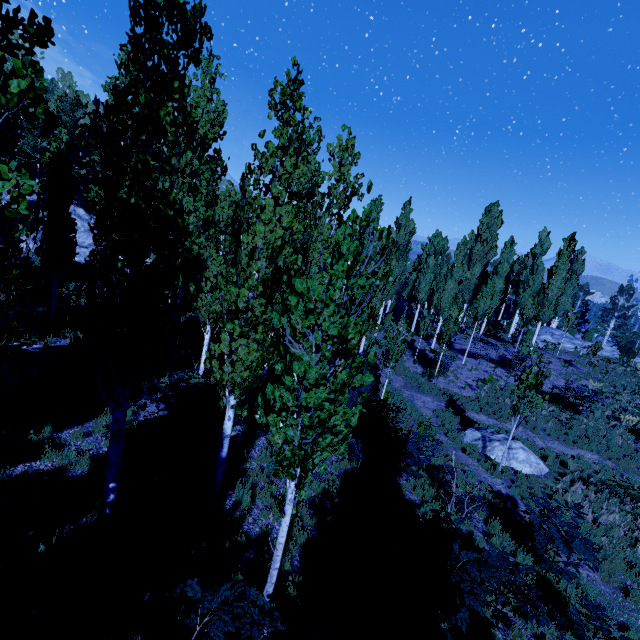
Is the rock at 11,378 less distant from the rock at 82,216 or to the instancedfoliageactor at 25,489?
the instancedfoliageactor at 25,489

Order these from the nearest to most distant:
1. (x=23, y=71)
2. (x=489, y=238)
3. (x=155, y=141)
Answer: (x=23, y=71), (x=155, y=141), (x=489, y=238)

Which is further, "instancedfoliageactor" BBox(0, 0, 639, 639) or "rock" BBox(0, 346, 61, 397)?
"rock" BBox(0, 346, 61, 397)

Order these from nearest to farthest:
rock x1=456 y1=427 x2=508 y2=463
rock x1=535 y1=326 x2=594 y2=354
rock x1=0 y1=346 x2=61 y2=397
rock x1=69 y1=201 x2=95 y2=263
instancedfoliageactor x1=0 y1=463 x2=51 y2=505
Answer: instancedfoliageactor x1=0 y1=463 x2=51 y2=505
rock x1=0 y1=346 x2=61 y2=397
rock x1=456 y1=427 x2=508 y2=463
rock x1=69 y1=201 x2=95 y2=263
rock x1=535 y1=326 x2=594 y2=354

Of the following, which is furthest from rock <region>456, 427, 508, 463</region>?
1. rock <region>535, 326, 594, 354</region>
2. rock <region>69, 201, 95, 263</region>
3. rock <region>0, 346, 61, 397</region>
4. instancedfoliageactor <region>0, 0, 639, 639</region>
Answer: rock <region>69, 201, 95, 263</region>

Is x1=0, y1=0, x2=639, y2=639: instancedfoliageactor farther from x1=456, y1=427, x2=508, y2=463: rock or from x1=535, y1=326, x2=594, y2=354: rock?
x1=456, y1=427, x2=508, y2=463: rock

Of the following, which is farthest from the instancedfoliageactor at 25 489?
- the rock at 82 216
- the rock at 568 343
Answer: the rock at 568 343

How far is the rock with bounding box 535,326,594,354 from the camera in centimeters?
3109cm
